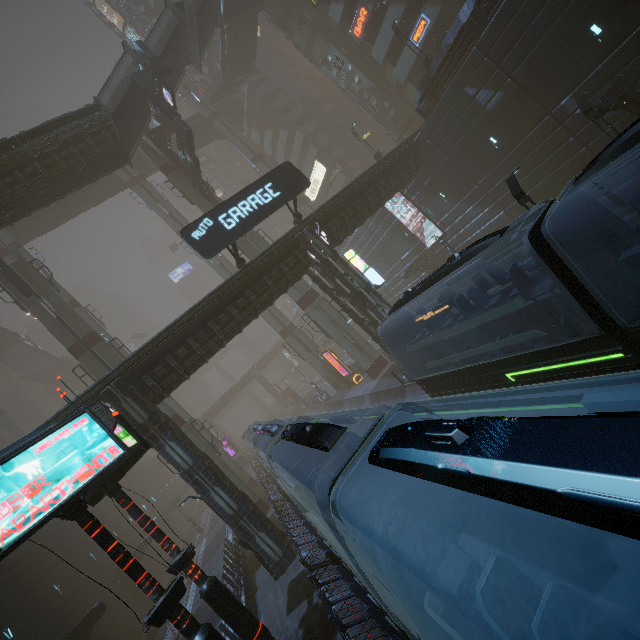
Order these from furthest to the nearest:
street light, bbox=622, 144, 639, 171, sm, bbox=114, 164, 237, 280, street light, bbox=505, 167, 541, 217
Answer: sm, bbox=114, 164, 237, 280, street light, bbox=622, 144, 639, 171, street light, bbox=505, 167, 541, 217

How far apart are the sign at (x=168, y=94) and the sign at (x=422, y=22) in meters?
21.5

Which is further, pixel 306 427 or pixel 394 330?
pixel 394 330

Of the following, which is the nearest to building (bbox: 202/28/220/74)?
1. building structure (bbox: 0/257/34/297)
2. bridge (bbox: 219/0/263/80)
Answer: bridge (bbox: 219/0/263/80)

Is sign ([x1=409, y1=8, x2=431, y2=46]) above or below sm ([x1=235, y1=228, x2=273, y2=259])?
above

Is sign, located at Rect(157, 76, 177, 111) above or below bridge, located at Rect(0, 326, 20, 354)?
below

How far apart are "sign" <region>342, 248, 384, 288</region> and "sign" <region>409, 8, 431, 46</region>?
22.69m

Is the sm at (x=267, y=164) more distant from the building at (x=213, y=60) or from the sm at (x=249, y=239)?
the sm at (x=249, y=239)
